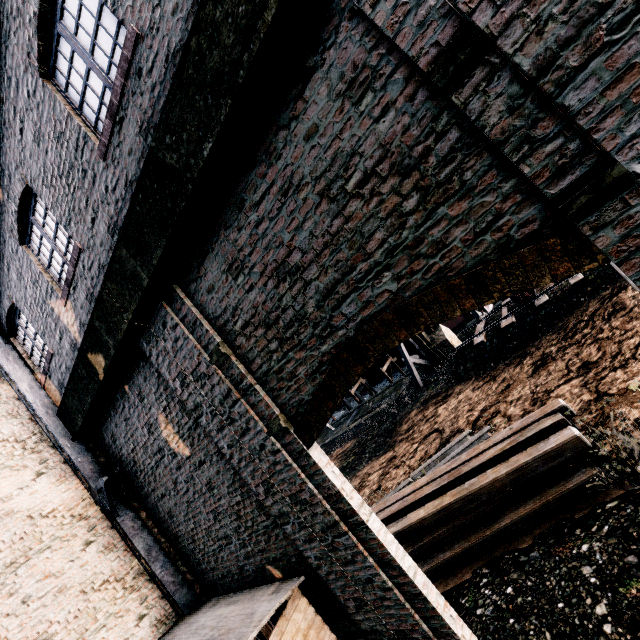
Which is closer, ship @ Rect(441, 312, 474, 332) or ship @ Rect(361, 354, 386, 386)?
ship @ Rect(441, 312, 474, 332)

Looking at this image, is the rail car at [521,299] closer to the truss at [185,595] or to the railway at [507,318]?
the railway at [507,318]

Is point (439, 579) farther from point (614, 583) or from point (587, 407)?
point (587, 407)

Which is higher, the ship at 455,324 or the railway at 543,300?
the railway at 543,300

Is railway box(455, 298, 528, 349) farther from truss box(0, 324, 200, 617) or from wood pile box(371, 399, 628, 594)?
truss box(0, 324, 200, 617)

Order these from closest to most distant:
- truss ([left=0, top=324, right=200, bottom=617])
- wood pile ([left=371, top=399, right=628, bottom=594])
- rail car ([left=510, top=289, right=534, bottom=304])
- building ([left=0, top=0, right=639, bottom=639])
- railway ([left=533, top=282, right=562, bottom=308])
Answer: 1. building ([left=0, top=0, right=639, bottom=639])
2. wood pile ([left=371, top=399, right=628, bottom=594])
3. truss ([left=0, top=324, right=200, bottom=617])
4. railway ([left=533, top=282, right=562, bottom=308])
5. rail car ([left=510, top=289, right=534, bottom=304])

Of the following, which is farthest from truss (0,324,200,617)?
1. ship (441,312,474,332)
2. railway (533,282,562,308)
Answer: ship (441,312,474,332)

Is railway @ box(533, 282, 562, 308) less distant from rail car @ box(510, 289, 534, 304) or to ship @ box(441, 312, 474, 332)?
Answer: rail car @ box(510, 289, 534, 304)
